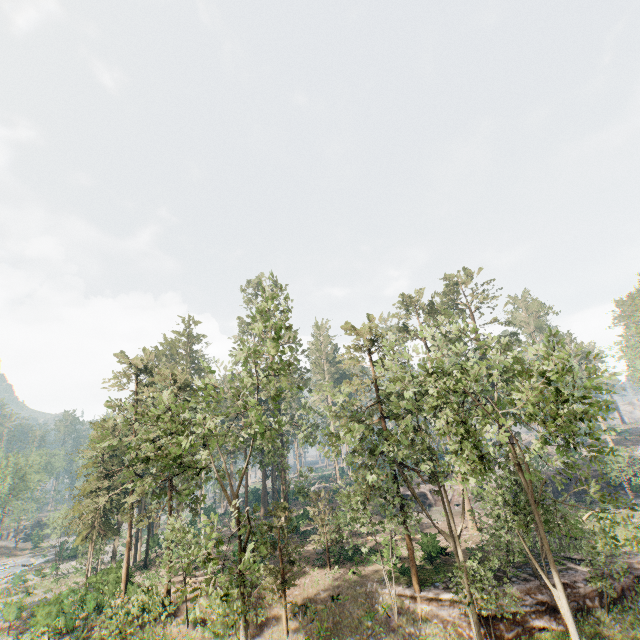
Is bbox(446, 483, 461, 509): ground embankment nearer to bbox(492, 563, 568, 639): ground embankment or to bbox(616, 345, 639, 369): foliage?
bbox(616, 345, 639, 369): foliage

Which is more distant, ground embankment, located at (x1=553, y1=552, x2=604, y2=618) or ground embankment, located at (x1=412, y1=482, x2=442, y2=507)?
ground embankment, located at (x1=412, y1=482, x2=442, y2=507)

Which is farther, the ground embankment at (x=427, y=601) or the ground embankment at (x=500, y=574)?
the ground embankment at (x=500, y=574)

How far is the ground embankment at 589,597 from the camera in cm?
2145

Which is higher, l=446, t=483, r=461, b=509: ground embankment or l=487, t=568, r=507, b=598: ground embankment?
l=446, t=483, r=461, b=509: ground embankment

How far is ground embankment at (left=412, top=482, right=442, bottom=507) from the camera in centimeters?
4631cm

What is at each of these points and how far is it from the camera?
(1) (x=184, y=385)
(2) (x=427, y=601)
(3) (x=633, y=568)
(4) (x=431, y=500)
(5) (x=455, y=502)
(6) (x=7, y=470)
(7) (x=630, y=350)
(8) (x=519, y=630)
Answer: (1) foliage, 32.4m
(2) ground embankment, 22.2m
(3) ground embankment, 23.8m
(4) ground embankment, 46.5m
(5) ground embankment, 46.1m
(6) foliage, 57.7m
(7) foliage, 55.4m
(8) ground embankment, 20.4m
